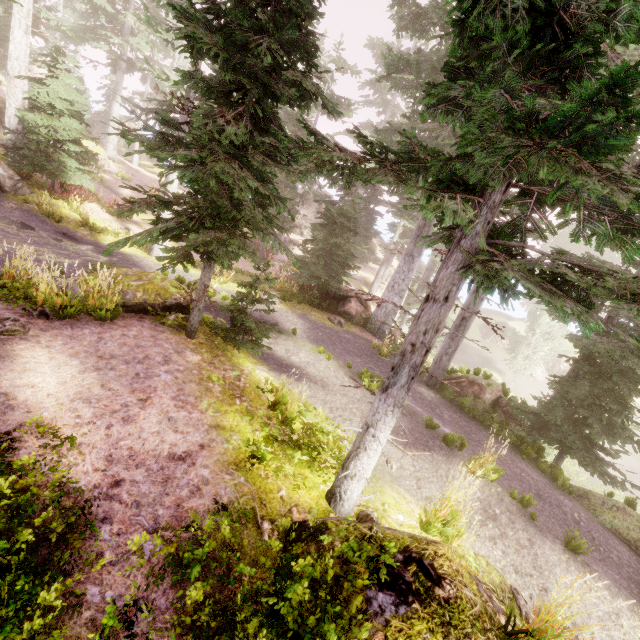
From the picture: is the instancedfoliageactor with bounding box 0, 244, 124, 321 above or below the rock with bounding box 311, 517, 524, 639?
below

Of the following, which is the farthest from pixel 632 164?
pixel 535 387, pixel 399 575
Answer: pixel 535 387

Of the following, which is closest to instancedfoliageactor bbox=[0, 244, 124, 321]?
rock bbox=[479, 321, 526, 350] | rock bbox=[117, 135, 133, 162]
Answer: rock bbox=[479, 321, 526, 350]

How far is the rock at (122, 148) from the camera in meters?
45.3 m

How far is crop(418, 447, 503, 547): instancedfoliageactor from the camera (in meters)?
5.04

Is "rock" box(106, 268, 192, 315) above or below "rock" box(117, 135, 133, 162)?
below

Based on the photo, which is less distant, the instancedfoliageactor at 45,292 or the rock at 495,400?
the instancedfoliageactor at 45,292

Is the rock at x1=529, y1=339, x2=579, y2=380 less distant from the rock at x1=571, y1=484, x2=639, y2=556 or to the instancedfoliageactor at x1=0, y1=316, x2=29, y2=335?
the instancedfoliageactor at x1=0, y1=316, x2=29, y2=335
